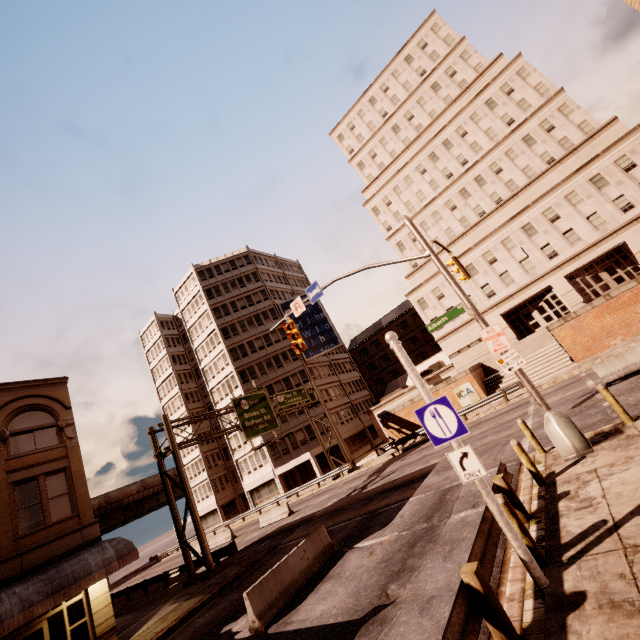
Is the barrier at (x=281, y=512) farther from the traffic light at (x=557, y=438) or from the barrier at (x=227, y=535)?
the traffic light at (x=557, y=438)

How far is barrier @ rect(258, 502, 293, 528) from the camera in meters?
27.1

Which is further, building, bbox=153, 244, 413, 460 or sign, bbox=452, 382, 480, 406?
building, bbox=153, 244, 413, 460

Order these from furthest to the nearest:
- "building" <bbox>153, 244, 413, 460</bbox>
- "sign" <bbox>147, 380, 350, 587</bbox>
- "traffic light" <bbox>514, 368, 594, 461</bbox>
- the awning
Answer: "building" <bbox>153, 244, 413, 460</bbox> → "sign" <bbox>147, 380, 350, 587</bbox> → the awning → "traffic light" <bbox>514, 368, 594, 461</bbox>

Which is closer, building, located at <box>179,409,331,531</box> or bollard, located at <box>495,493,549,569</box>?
bollard, located at <box>495,493,549,569</box>

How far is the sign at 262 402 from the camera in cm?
1997

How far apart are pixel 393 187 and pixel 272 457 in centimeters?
4137cm

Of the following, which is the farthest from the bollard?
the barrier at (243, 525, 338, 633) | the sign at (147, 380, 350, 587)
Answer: the sign at (147, 380, 350, 587)
